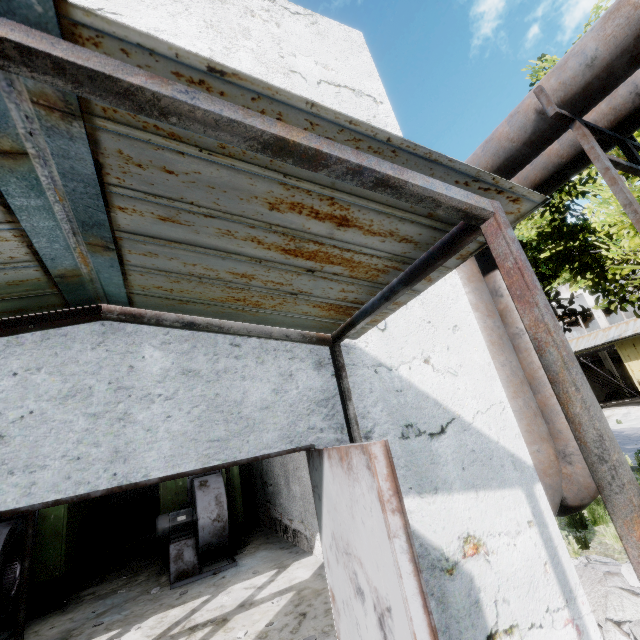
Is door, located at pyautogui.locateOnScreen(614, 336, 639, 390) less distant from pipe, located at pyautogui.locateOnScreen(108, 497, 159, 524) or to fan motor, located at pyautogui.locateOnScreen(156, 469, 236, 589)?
fan motor, located at pyautogui.locateOnScreen(156, 469, 236, 589)

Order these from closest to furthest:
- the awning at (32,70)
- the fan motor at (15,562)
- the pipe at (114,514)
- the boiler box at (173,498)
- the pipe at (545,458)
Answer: the awning at (32,70) → the pipe at (545,458) → the fan motor at (15,562) → the boiler box at (173,498) → the pipe at (114,514)

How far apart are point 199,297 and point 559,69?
4.01m

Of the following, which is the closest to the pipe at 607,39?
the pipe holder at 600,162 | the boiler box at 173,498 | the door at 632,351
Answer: the pipe holder at 600,162

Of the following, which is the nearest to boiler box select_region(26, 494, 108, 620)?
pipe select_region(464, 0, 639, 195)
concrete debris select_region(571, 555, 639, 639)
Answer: pipe select_region(464, 0, 639, 195)

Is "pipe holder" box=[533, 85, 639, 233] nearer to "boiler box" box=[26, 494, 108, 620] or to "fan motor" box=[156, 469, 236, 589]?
"fan motor" box=[156, 469, 236, 589]

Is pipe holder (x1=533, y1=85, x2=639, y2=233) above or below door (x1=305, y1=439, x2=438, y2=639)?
above

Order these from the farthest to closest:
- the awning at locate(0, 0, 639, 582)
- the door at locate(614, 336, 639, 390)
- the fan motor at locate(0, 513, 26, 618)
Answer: the door at locate(614, 336, 639, 390) → the fan motor at locate(0, 513, 26, 618) → the awning at locate(0, 0, 639, 582)
